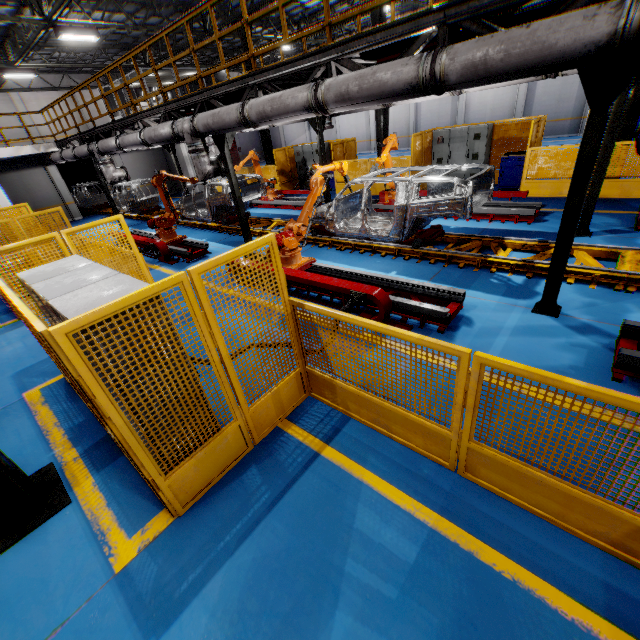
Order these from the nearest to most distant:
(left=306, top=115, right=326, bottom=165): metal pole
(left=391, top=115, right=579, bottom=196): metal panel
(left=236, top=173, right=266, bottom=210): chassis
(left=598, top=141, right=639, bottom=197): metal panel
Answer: (left=598, top=141, right=639, bottom=197): metal panel
(left=391, top=115, right=579, bottom=196): metal panel
(left=306, top=115, right=326, bottom=165): metal pole
(left=236, top=173, right=266, bottom=210): chassis

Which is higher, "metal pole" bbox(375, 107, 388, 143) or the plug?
"metal pole" bbox(375, 107, 388, 143)

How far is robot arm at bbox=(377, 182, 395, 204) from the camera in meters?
10.6 m

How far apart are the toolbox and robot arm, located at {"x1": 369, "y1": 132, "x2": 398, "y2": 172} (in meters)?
2.88

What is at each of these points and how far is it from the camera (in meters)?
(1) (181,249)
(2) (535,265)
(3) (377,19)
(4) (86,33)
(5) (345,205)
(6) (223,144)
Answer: (1) metal platform, 9.99
(2) platform, 6.16
(3) metal pole, 12.01
(4) light, 13.80
(5) chassis, 9.29
(6) metal pole, 8.22

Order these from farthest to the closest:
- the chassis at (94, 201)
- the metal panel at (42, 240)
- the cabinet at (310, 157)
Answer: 1. the chassis at (94, 201)
2. the cabinet at (310, 157)
3. the metal panel at (42, 240)

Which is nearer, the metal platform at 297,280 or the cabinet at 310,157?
the metal platform at 297,280

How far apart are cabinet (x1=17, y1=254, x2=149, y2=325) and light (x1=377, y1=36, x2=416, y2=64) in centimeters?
613cm
